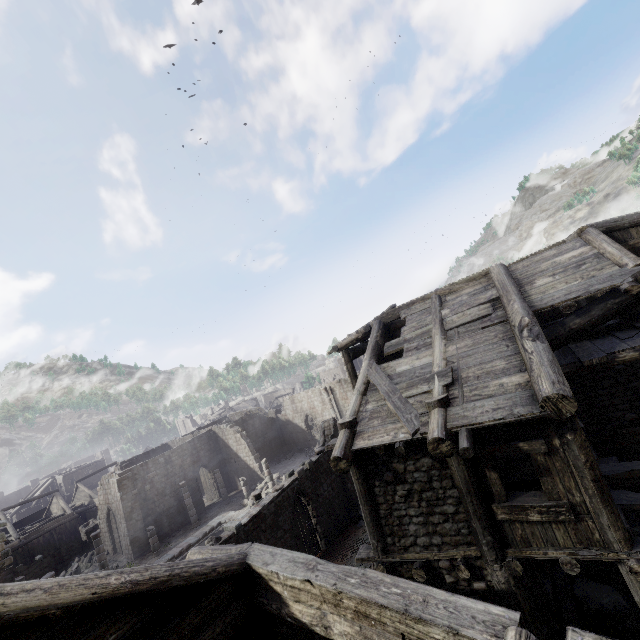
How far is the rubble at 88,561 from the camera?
28.0m

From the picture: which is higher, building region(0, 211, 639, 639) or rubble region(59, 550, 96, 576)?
building region(0, 211, 639, 639)

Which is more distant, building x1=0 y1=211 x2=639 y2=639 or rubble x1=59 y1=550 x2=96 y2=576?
rubble x1=59 y1=550 x2=96 y2=576

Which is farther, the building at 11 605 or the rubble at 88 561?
the rubble at 88 561

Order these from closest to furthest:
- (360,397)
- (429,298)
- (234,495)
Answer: (360,397) < (429,298) < (234,495)

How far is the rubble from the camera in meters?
28.0 m
